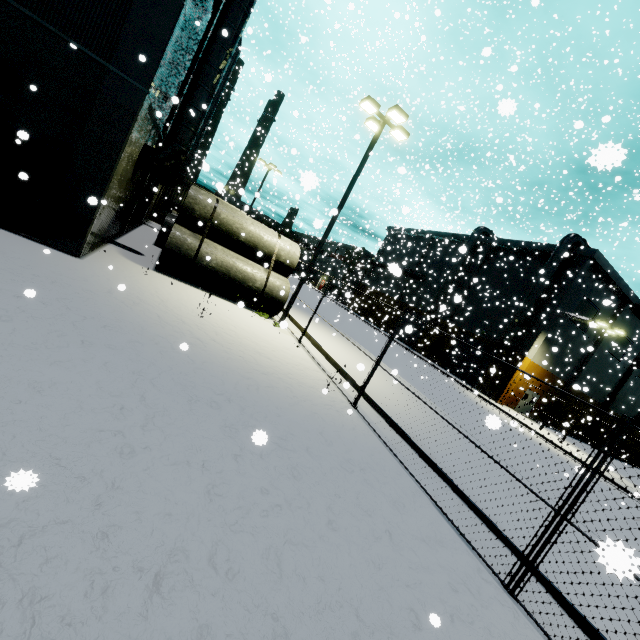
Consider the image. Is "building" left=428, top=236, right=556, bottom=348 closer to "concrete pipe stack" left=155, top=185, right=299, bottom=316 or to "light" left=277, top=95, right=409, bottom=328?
"concrete pipe stack" left=155, top=185, right=299, bottom=316

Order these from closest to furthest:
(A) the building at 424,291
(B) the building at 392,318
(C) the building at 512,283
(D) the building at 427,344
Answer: (C) the building at 512,283 → (D) the building at 427,344 → (A) the building at 424,291 → (B) the building at 392,318

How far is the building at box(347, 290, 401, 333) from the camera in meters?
43.6

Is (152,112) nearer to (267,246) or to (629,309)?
(267,246)

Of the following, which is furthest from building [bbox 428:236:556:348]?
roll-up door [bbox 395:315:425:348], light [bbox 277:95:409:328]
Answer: light [bbox 277:95:409:328]

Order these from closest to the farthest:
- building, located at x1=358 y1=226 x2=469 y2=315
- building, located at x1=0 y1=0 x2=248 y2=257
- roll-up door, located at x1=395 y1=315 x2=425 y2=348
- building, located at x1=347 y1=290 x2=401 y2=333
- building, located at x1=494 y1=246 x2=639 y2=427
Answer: building, located at x1=0 y1=0 x2=248 y2=257 < roll-up door, located at x1=395 y1=315 x2=425 y2=348 < building, located at x1=494 y1=246 x2=639 y2=427 < building, located at x1=358 y1=226 x2=469 y2=315 < building, located at x1=347 y1=290 x2=401 y2=333

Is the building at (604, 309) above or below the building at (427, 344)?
above

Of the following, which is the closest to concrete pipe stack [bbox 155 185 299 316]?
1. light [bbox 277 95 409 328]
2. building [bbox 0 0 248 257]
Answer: light [bbox 277 95 409 328]
